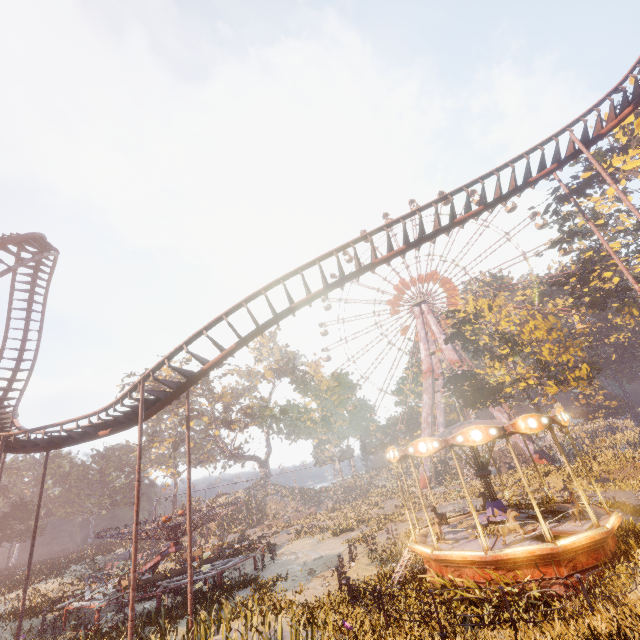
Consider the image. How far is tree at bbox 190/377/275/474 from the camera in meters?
50.5

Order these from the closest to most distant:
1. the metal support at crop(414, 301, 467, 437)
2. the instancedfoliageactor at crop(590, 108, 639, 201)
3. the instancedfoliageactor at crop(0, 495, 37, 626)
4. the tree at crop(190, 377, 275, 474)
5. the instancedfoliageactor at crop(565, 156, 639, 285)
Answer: the instancedfoliageactor at crop(0, 495, 37, 626) → the instancedfoliageactor at crop(565, 156, 639, 285) → the instancedfoliageactor at crop(590, 108, 639, 201) → the metal support at crop(414, 301, 467, 437) → the tree at crop(190, 377, 275, 474)

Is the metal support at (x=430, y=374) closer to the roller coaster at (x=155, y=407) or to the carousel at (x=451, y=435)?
the carousel at (x=451, y=435)

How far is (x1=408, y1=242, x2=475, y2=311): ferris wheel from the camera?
52.1m

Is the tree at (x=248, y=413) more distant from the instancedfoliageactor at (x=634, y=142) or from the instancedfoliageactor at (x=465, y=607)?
the instancedfoliageactor at (x=465, y=607)

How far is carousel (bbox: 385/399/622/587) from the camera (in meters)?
10.03

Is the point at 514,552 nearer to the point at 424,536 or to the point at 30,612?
the point at 424,536

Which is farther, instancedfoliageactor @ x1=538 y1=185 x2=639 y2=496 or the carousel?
instancedfoliageactor @ x1=538 y1=185 x2=639 y2=496
